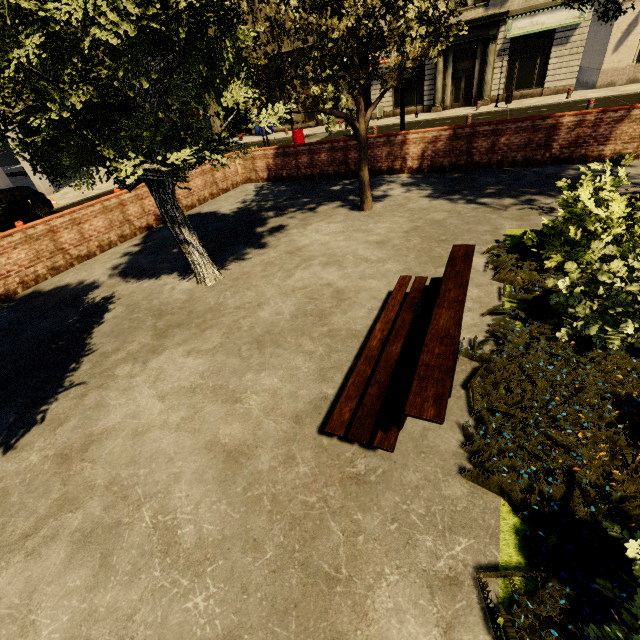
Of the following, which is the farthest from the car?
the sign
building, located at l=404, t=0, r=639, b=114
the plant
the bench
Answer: the sign

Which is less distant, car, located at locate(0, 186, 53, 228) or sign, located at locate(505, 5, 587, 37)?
car, located at locate(0, 186, 53, 228)

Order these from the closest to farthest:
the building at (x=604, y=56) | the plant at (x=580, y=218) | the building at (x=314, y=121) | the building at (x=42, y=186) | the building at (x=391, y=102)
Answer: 1. the plant at (x=580, y=218)
2. the building at (x=42, y=186)
3. the building at (x=604, y=56)
4. the building at (x=391, y=102)
5. the building at (x=314, y=121)

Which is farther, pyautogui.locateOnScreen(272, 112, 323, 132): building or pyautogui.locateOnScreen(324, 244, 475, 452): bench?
pyautogui.locateOnScreen(272, 112, 323, 132): building

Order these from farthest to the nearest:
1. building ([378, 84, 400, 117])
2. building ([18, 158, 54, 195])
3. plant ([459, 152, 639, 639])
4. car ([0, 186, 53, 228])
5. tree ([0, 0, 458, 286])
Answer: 1. building ([378, 84, 400, 117])
2. building ([18, 158, 54, 195])
3. car ([0, 186, 53, 228])
4. tree ([0, 0, 458, 286])
5. plant ([459, 152, 639, 639])

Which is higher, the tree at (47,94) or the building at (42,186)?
the tree at (47,94)

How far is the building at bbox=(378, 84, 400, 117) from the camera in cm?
2577

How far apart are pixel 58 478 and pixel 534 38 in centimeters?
3166cm
